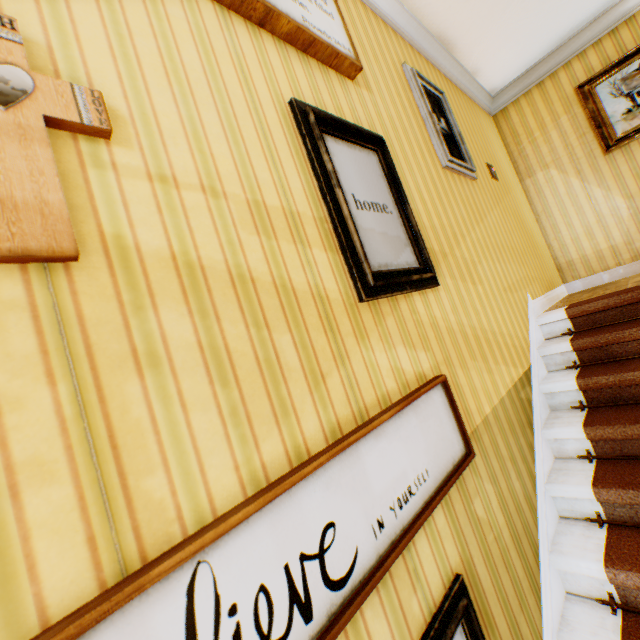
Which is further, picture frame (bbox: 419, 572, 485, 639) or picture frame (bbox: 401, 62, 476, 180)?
picture frame (bbox: 401, 62, 476, 180)

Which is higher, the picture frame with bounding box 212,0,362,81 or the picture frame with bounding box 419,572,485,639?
the picture frame with bounding box 212,0,362,81

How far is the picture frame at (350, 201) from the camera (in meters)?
1.43

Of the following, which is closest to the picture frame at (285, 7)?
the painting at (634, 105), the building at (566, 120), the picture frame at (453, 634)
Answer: the building at (566, 120)

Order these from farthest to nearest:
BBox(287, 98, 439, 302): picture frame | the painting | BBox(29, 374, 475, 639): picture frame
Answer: the painting
BBox(287, 98, 439, 302): picture frame
BBox(29, 374, 475, 639): picture frame

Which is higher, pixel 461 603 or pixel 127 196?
pixel 127 196

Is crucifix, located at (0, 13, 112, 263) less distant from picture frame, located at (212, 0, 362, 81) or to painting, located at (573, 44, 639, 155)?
picture frame, located at (212, 0, 362, 81)

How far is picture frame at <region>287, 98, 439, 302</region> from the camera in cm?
143
